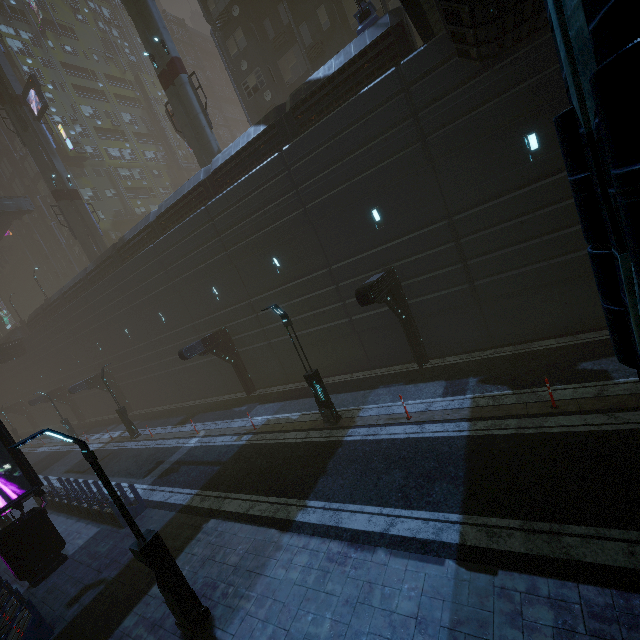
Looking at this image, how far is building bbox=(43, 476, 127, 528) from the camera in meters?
12.7

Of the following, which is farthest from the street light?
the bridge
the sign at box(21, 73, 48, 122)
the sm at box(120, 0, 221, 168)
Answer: the bridge

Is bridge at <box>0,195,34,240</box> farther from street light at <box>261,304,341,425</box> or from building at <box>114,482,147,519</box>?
street light at <box>261,304,341,425</box>

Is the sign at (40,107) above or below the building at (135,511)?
above

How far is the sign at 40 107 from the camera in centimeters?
2820cm

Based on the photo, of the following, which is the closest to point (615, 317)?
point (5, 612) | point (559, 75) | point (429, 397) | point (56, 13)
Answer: point (429, 397)

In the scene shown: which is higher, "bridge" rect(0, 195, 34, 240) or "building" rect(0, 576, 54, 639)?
"bridge" rect(0, 195, 34, 240)

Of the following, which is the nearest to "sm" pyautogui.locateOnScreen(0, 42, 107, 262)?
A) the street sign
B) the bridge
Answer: the bridge
